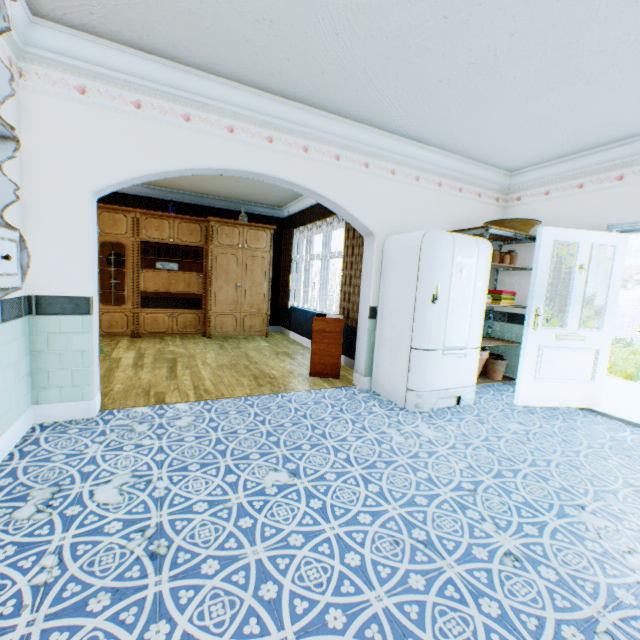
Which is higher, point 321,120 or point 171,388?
point 321,120

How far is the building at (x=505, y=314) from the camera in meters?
4.8 m

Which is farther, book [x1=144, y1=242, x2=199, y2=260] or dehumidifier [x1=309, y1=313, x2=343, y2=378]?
book [x1=144, y1=242, x2=199, y2=260]

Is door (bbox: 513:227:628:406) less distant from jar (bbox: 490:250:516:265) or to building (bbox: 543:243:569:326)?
building (bbox: 543:243:569:326)

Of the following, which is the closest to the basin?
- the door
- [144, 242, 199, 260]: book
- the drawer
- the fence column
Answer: the door

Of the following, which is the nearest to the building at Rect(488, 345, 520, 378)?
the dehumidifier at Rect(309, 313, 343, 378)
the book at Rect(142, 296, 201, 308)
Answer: the dehumidifier at Rect(309, 313, 343, 378)

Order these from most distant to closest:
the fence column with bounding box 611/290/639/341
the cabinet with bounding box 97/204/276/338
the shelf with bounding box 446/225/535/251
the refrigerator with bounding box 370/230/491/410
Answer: the fence column with bounding box 611/290/639/341 < the cabinet with bounding box 97/204/276/338 < the shelf with bounding box 446/225/535/251 < the refrigerator with bounding box 370/230/491/410

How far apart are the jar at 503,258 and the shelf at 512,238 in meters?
0.1 m
